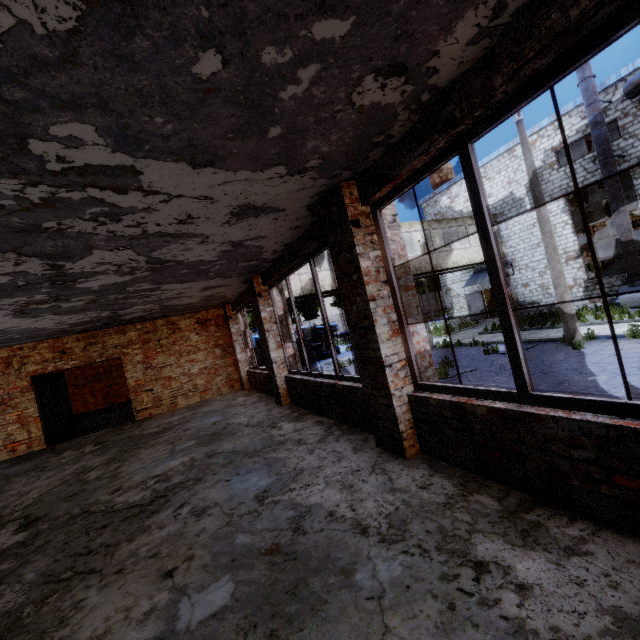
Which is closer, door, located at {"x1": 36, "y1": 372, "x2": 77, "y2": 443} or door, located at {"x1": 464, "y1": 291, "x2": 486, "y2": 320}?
door, located at {"x1": 36, "y1": 372, "x2": 77, "y2": 443}

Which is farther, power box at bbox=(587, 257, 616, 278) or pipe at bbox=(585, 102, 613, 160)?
power box at bbox=(587, 257, 616, 278)

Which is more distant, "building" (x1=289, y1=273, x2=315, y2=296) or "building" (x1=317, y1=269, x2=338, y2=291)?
"building" (x1=317, y1=269, x2=338, y2=291)

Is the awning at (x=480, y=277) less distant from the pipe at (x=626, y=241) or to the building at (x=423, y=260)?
the building at (x=423, y=260)

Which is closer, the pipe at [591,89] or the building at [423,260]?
the pipe at [591,89]

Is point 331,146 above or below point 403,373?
above

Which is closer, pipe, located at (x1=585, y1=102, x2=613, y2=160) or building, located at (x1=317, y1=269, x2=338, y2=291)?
pipe, located at (x1=585, y1=102, x2=613, y2=160)

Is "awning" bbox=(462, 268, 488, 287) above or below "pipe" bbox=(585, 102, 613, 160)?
below
